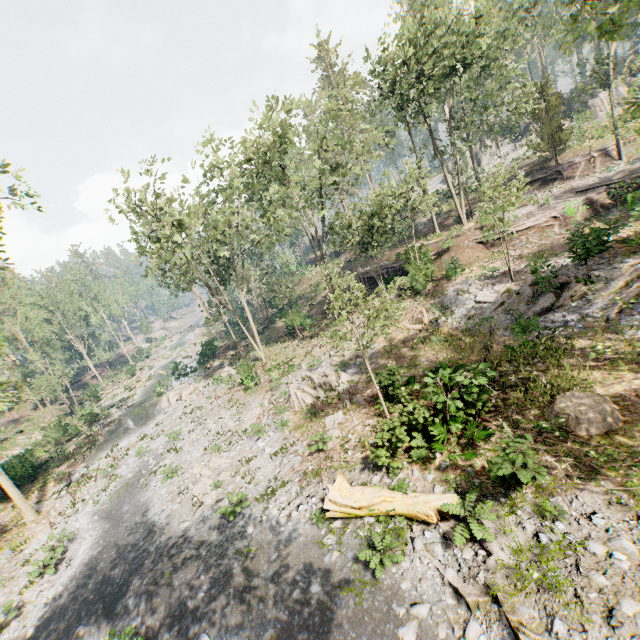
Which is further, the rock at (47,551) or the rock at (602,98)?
the rock at (602,98)

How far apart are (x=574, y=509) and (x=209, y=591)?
11.1 meters

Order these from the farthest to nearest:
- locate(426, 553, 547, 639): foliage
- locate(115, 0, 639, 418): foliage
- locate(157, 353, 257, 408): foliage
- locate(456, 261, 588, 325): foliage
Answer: locate(157, 353, 257, 408): foliage
locate(115, 0, 639, 418): foliage
locate(456, 261, 588, 325): foliage
locate(426, 553, 547, 639): foliage

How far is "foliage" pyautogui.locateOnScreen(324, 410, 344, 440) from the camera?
15.2m

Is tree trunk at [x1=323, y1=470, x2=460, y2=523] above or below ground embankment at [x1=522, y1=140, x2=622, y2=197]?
below

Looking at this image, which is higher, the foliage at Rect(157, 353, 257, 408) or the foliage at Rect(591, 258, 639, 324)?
the foliage at Rect(591, 258, 639, 324)

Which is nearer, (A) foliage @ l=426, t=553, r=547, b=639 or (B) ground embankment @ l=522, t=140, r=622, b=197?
(A) foliage @ l=426, t=553, r=547, b=639

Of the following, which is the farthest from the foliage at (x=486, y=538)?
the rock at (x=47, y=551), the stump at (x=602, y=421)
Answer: the rock at (x=47, y=551)
